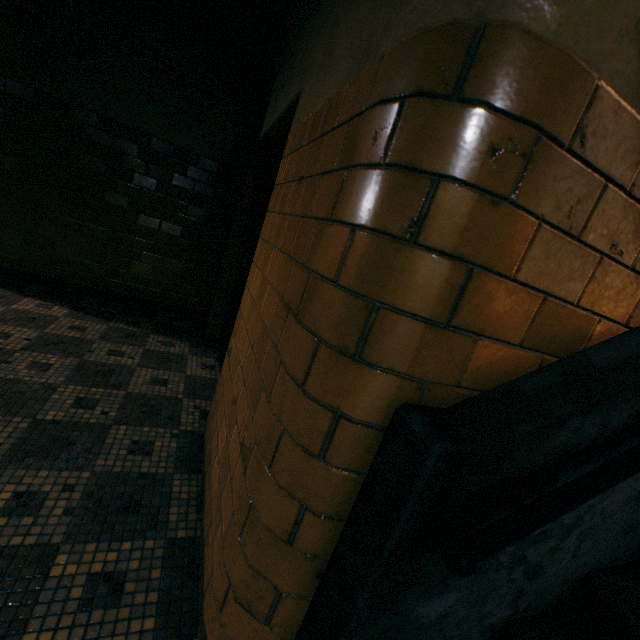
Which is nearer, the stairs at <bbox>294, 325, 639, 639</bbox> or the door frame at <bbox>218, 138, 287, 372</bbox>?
the stairs at <bbox>294, 325, 639, 639</bbox>

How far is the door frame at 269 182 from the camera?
3.3 meters

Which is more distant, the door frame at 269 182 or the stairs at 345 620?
the door frame at 269 182

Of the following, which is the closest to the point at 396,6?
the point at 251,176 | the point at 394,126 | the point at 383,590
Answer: the point at 394,126

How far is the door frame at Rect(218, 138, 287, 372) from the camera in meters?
3.3 m
